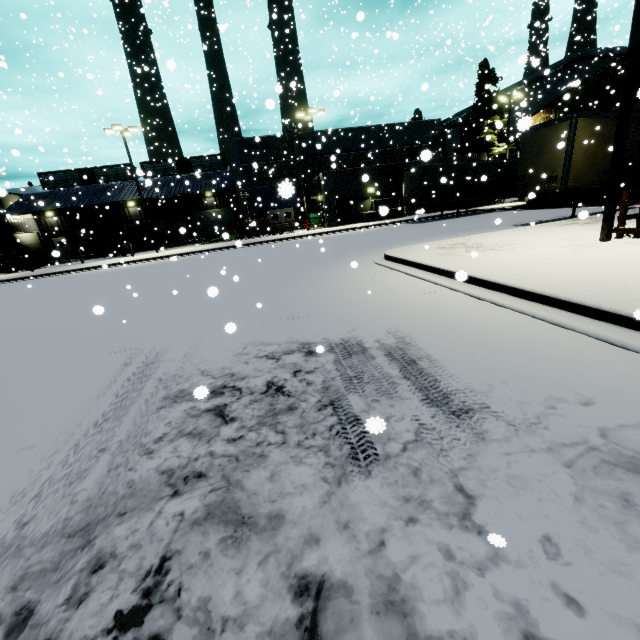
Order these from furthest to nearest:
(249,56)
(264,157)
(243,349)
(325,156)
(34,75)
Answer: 1. (325,156)
2. (264,157)
3. (34,75)
4. (249,56)
5. (243,349)

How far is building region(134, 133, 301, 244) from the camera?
34.5 meters

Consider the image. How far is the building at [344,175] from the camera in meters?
30.0

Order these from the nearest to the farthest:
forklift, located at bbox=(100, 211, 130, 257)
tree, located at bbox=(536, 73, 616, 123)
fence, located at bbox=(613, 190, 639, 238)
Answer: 1. fence, located at bbox=(613, 190, 639, 238)
2. tree, located at bbox=(536, 73, 616, 123)
3. forklift, located at bbox=(100, 211, 130, 257)

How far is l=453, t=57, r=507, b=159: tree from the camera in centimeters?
3262cm

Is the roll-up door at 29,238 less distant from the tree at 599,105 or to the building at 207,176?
the building at 207,176

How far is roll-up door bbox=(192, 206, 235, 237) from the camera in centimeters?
4238cm

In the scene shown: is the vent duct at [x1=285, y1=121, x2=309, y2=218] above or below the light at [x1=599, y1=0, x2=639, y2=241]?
above
